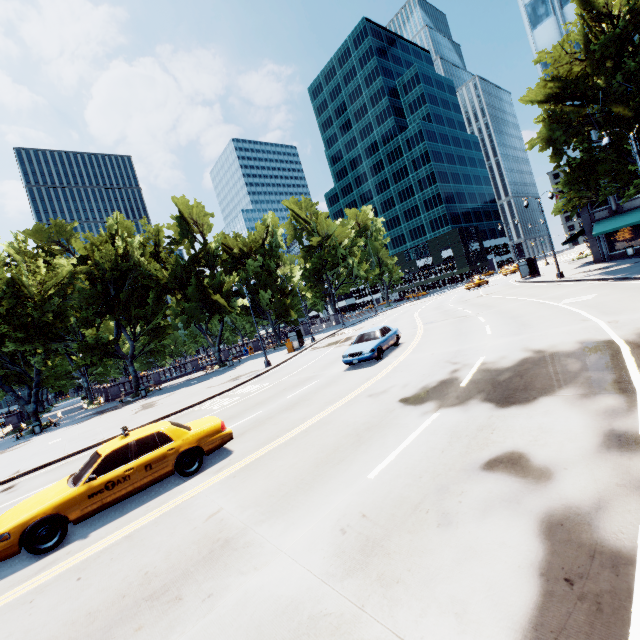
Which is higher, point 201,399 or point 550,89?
point 550,89

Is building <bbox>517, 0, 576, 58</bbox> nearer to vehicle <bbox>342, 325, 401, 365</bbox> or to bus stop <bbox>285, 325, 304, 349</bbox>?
vehicle <bbox>342, 325, 401, 365</bbox>

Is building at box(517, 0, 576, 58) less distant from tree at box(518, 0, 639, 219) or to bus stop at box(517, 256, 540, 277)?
tree at box(518, 0, 639, 219)

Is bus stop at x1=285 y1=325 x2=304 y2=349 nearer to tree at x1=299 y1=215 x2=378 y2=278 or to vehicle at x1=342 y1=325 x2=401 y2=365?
tree at x1=299 y1=215 x2=378 y2=278

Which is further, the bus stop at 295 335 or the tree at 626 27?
the bus stop at 295 335

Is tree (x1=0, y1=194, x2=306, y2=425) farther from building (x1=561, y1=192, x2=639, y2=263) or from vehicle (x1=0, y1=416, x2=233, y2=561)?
vehicle (x1=0, y1=416, x2=233, y2=561)

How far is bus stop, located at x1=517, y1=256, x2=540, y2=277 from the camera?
36.1 meters

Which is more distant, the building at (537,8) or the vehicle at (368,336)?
the building at (537,8)
